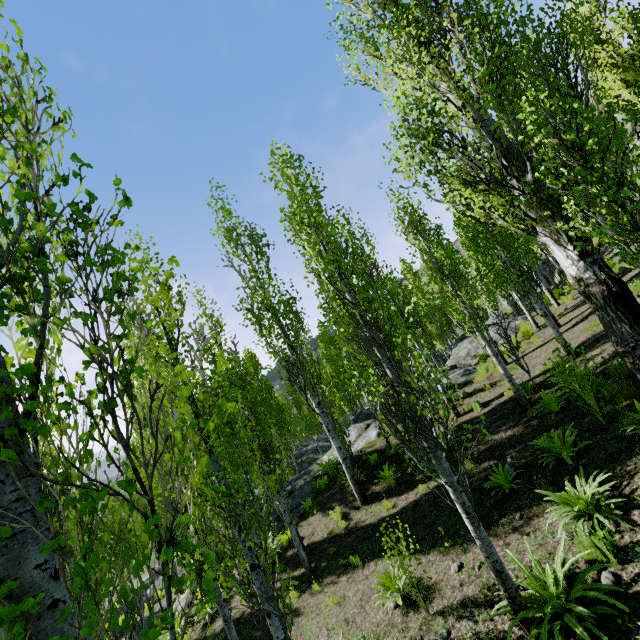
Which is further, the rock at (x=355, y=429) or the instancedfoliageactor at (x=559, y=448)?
the rock at (x=355, y=429)

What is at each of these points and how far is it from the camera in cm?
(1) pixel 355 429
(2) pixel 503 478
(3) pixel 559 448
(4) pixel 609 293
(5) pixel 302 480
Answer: (1) rock, 1688
(2) instancedfoliageactor, 745
(3) instancedfoliageactor, 700
(4) instancedfoliageactor, 677
(5) rock, 1585

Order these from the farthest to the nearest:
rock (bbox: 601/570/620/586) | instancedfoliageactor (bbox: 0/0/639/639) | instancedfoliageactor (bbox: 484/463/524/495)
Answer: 1. instancedfoliageactor (bbox: 484/463/524/495)
2. rock (bbox: 601/570/620/586)
3. instancedfoliageactor (bbox: 0/0/639/639)

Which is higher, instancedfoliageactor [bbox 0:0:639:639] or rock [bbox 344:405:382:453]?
instancedfoliageactor [bbox 0:0:639:639]

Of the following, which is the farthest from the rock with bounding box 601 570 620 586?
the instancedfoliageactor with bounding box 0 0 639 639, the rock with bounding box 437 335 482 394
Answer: the rock with bounding box 437 335 482 394

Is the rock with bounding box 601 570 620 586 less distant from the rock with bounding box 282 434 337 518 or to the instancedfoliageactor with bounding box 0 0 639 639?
the instancedfoliageactor with bounding box 0 0 639 639

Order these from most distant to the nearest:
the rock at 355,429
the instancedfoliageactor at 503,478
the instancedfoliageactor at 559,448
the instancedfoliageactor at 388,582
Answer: the rock at 355,429
the instancedfoliageactor at 503,478
the instancedfoliageactor at 559,448
the instancedfoliageactor at 388,582
